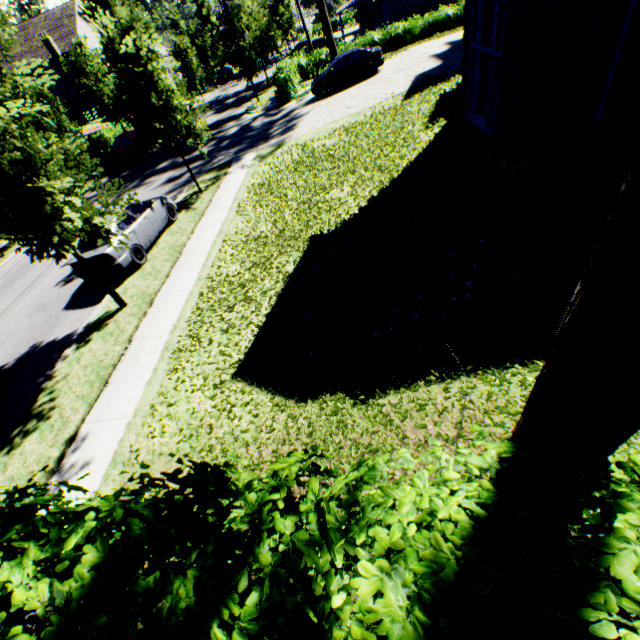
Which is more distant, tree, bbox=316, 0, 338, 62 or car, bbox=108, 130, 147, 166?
tree, bbox=316, 0, 338, 62

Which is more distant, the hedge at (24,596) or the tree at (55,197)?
the tree at (55,197)

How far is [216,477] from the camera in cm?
192

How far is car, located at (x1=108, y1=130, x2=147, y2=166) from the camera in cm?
2339

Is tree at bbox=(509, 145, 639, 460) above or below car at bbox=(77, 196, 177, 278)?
above

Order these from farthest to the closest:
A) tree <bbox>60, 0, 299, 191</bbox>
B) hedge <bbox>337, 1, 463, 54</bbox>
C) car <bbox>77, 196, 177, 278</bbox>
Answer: hedge <bbox>337, 1, 463, 54</bbox> < tree <bbox>60, 0, 299, 191</bbox> < car <bbox>77, 196, 177, 278</bbox>

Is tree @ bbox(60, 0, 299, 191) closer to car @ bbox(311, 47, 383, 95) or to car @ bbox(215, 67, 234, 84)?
car @ bbox(215, 67, 234, 84)

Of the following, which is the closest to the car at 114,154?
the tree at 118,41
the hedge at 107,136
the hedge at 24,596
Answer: the tree at 118,41
